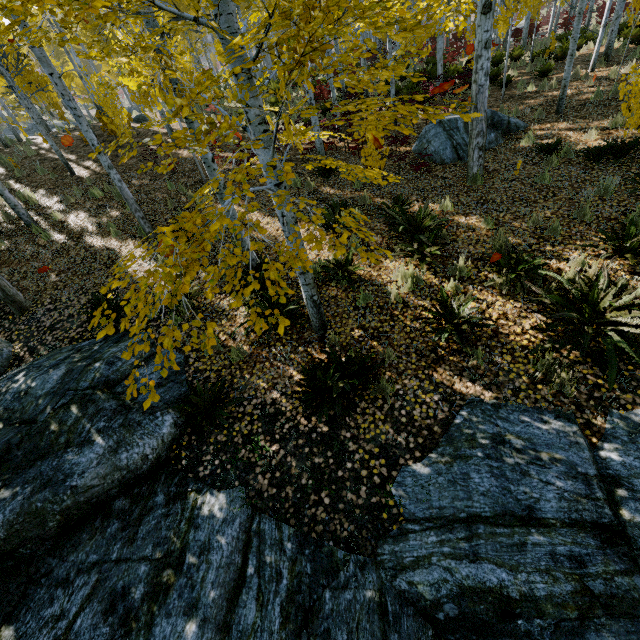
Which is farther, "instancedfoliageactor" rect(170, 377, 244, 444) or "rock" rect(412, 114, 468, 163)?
"rock" rect(412, 114, 468, 163)

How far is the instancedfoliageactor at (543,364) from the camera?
3.8m

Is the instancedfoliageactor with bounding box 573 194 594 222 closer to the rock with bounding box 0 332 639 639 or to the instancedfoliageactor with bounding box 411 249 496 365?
the rock with bounding box 0 332 639 639

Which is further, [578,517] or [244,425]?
[244,425]

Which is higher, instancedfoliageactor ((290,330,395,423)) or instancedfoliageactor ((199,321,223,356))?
instancedfoliageactor ((199,321,223,356))

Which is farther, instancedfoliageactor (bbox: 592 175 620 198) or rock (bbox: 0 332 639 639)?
instancedfoliageactor (bbox: 592 175 620 198)

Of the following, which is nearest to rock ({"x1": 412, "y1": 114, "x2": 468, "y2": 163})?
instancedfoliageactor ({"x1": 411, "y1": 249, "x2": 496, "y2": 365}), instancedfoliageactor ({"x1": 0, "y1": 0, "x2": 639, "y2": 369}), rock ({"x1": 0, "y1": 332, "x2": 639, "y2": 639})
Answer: instancedfoliageactor ({"x1": 0, "y1": 0, "x2": 639, "y2": 369})
